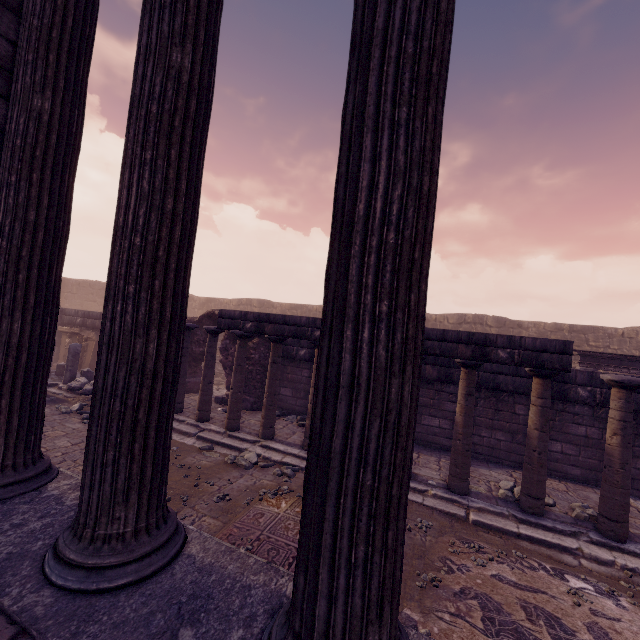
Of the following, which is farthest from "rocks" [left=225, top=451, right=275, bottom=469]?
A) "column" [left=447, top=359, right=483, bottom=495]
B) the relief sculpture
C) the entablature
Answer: the relief sculpture

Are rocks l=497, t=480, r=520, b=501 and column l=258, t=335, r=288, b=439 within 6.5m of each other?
yes

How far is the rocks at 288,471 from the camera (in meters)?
6.38

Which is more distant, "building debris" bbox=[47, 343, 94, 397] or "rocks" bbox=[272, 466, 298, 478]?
"building debris" bbox=[47, 343, 94, 397]

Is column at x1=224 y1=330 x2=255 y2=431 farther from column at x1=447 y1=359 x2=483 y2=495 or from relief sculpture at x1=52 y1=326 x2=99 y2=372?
relief sculpture at x1=52 y1=326 x2=99 y2=372

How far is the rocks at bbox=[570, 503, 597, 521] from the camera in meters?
5.6

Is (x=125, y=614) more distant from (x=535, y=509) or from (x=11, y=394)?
(x=535, y=509)

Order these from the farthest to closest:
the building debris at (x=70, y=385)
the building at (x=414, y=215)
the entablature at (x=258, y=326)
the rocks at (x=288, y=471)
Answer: the building debris at (x=70, y=385) < the entablature at (x=258, y=326) < the rocks at (x=288, y=471) < the building at (x=414, y=215)
